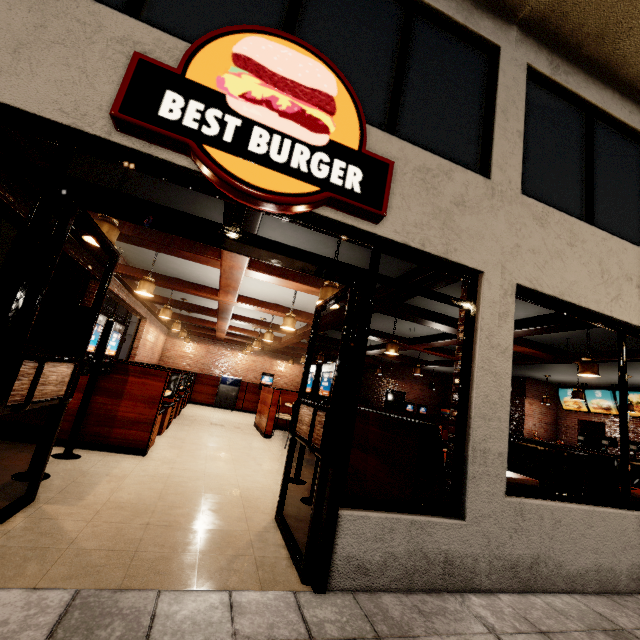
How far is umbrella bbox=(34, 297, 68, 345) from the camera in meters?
7.2

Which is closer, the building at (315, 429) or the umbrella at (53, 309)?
the building at (315, 429)

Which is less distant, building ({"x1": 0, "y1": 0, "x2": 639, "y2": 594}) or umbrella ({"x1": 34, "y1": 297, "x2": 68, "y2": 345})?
building ({"x1": 0, "y1": 0, "x2": 639, "y2": 594})

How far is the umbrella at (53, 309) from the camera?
7.2m

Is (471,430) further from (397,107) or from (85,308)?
(85,308)
